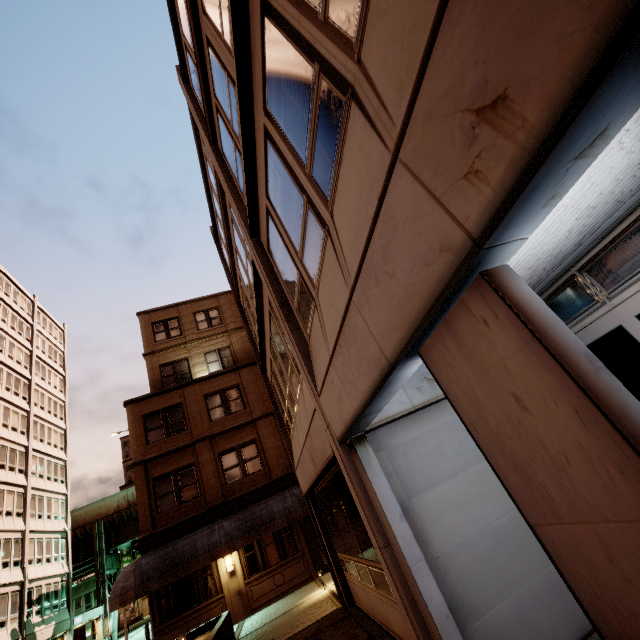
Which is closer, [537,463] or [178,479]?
[537,463]

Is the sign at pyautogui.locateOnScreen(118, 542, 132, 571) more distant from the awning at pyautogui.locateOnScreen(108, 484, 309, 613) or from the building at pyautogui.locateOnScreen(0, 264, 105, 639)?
the awning at pyautogui.locateOnScreen(108, 484, 309, 613)

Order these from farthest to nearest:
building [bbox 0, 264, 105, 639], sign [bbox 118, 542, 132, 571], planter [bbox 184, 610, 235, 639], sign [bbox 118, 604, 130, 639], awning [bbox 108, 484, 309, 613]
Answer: sign [bbox 118, 542, 132, 571], building [bbox 0, 264, 105, 639], sign [bbox 118, 604, 130, 639], awning [bbox 108, 484, 309, 613], planter [bbox 184, 610, 235, 639]

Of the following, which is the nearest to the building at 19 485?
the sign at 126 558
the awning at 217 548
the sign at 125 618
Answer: the sign at 126 558

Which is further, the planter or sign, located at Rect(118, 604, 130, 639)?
sign, located at Rect(118, 604, 130, 639)

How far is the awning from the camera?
13.1 meters

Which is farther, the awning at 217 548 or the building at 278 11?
the awning at 217 548

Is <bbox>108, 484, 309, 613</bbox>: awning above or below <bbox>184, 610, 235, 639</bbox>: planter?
above
